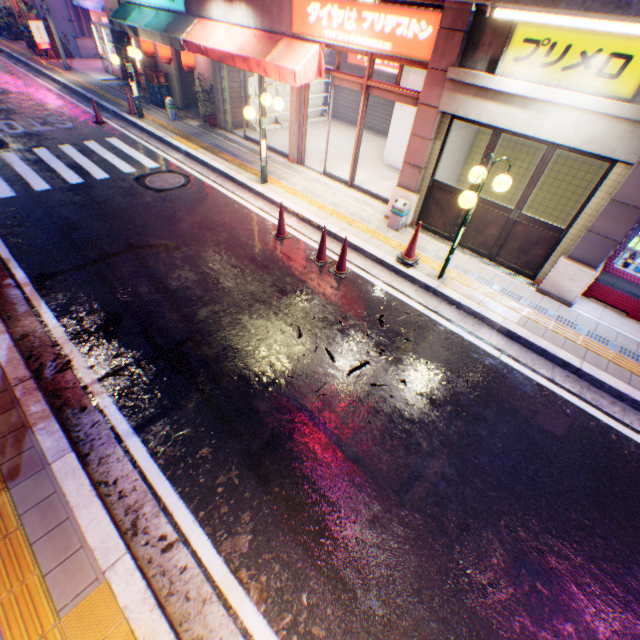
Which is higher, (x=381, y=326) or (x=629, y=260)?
(x=629, y=260)

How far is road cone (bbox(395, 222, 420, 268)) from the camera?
6.7 meters

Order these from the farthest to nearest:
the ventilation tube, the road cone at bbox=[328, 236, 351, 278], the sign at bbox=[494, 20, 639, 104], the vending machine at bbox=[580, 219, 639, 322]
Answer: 1. the ventilation tube
2. the road cone at bbox=[328, 236, 351, 278]
3. the vending machine at bbox=[580, 219, 639, 322]
4. the sign at bbox=[494, 20, 639, 104]

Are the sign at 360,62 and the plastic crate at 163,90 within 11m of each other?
yes

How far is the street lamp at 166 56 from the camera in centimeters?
1216cm

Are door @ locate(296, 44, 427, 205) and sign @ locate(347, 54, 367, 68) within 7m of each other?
Result: yes

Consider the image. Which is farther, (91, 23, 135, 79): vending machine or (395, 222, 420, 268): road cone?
(91, 23, 135, 79): vending machine

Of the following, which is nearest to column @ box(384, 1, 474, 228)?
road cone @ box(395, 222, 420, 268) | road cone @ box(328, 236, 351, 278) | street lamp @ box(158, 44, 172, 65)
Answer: road cone @ box(395, 222, 420, 268)
